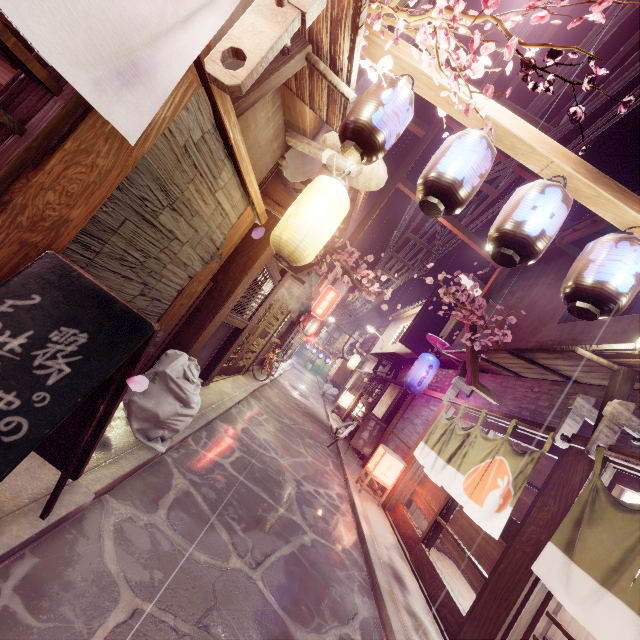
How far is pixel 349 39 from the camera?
4.21m

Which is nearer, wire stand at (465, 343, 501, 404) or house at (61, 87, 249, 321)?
house at (61, 87, 249, 321)

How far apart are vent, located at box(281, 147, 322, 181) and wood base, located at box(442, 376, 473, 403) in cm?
998

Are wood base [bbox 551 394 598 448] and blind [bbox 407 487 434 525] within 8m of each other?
yes

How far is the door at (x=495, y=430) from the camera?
9.8 meters

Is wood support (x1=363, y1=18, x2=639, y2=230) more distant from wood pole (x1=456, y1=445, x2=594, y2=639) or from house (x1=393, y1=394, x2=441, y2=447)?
house (x1=393, y1=394, x2=441, y2=447)

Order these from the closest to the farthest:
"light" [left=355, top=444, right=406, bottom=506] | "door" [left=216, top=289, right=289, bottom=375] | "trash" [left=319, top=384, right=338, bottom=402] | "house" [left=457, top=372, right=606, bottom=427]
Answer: "house" [left=457, top=372, right=606, bottom=427] → "light" [left=355, top=444, right=406, bottom=506] → "door" [left=216, top=289, right=289, bottom=375] → "trash" [left=319, top=384, right=338, bottom=402]

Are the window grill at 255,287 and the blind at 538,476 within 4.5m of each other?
no
